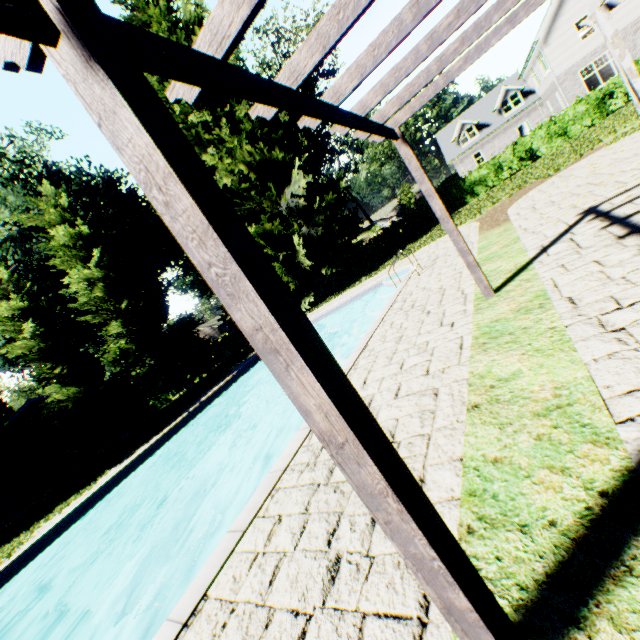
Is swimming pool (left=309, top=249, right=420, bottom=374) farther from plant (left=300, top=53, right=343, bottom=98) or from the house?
the house

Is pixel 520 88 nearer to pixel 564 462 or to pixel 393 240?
pixel 393 240

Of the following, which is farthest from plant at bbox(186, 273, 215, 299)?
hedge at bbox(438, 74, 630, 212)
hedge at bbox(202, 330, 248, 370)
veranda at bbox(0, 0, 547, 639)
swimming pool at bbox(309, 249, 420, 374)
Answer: veranda at bbox(0, 0, 547, 639)

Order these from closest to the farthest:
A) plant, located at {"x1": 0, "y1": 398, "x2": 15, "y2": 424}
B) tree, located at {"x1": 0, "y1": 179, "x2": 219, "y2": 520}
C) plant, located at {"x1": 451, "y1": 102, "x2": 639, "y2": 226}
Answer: plant, located at {"x1": 451, "y1": 102, "x2": 639, "y2": 226}, tree, located at {"x1": 0, "y1": 179, "x2": 219, "y2": 520}, plant, located at {"x1": 0, "y1": 398, "x2": 15, "y2": 424}

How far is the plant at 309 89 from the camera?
22.1 meters

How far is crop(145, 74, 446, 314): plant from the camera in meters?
20.0

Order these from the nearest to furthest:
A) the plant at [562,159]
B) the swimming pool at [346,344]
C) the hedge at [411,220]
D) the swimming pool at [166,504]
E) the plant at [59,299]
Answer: the swimming pool at [346,344], the swimming pool at [166,504], the plant at [562,159], the plant at [59,299], the hedge at [411,220]

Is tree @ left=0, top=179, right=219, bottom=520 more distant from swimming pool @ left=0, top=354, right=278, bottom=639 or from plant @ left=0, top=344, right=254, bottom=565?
swimming pool @ left=0, top=354, right=278, bottom=639
